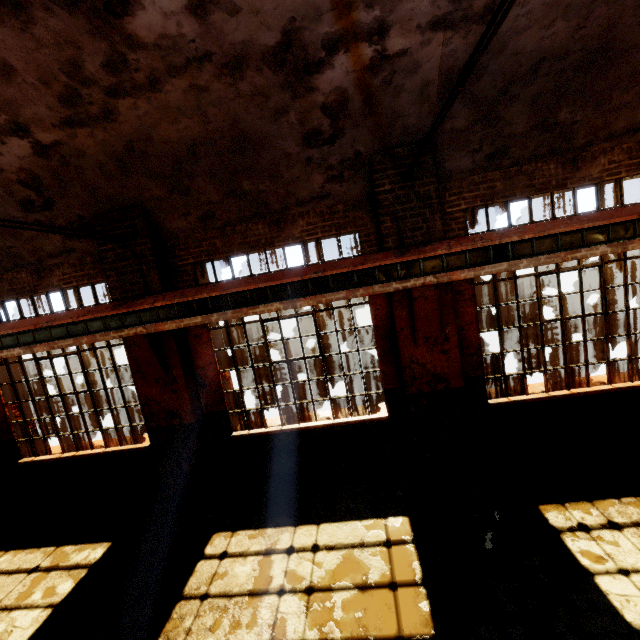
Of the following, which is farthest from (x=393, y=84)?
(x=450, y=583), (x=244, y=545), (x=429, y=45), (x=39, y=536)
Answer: (x=39, y=536)

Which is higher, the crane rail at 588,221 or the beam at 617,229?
the crane rail at 588,221

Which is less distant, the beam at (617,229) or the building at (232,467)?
the beam at (617,229)

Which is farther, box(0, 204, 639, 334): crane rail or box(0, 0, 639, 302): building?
box(0, 204, 639, 334): crane rail

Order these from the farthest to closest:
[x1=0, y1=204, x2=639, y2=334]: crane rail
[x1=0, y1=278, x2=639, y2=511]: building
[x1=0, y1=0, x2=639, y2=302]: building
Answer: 1. [x1=0, y1=278, x2=639, y2=511]: building
2. [x1=0, y1=204, x2=639, y2=334]: crane rail
3. [x1=0, y1=0, x2=639, y2=302]: building

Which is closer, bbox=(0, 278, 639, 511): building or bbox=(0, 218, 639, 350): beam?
bbox=(0, 218, 639, 350): beam
